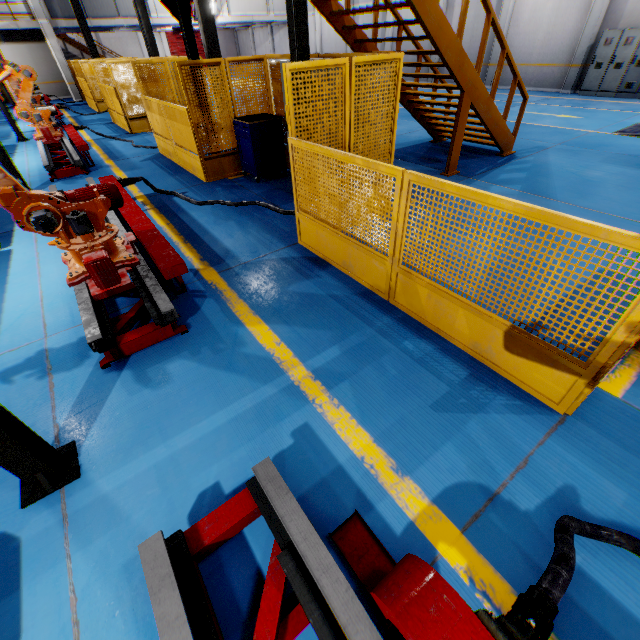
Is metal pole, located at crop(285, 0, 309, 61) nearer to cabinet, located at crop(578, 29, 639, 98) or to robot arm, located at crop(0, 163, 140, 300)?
robot arm, located at crop(0, 163, 140, 300)

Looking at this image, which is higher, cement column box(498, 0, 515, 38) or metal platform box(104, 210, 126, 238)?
cement column box(498, 0, 515, 38)

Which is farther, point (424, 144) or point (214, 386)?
point (424, 144)

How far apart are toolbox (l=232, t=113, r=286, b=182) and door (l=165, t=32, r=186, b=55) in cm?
3738

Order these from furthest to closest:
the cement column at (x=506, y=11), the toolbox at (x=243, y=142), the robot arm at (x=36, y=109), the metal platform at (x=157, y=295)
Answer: the cement column at (x=506, y=11) < the robot arm at (x=36, y=109) < the toolbox at (x=243, y=142) < the metal platform at (x=157, y=295)

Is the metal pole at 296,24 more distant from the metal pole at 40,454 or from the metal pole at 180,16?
the metal pole at 40,454

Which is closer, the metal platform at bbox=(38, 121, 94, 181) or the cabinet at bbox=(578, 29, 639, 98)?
the metal platform at bbox=(38, 121, 94, 181)

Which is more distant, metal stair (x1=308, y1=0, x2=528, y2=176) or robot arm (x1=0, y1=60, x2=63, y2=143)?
robot arm (x1=0, y1=60, x2=63, y2=143)
